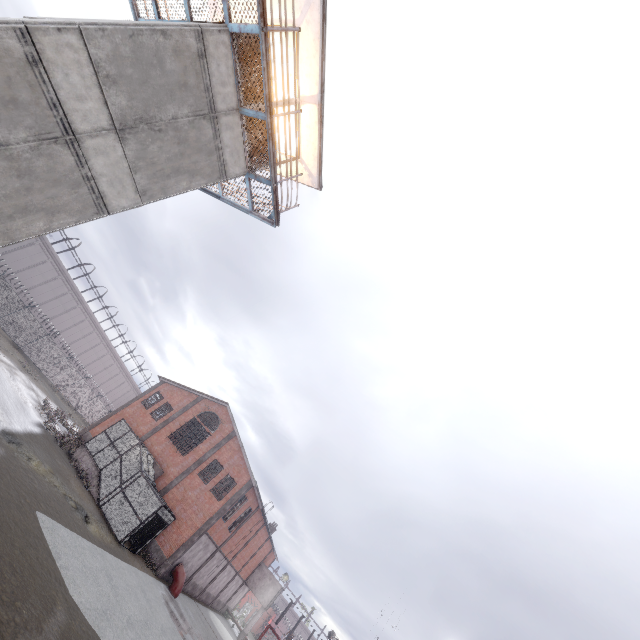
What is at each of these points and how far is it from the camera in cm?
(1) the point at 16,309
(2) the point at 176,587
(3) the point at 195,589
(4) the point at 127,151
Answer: (1) fence, 3219
(2) pipe, 2428
(3) foundation, 3072
(4) building, 871

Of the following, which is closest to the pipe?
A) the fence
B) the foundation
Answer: the foundation

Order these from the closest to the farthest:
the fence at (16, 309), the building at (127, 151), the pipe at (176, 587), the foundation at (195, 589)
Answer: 1. the building at (127, 151)
2. the pipe at (176, 587)
3. the foundation at (195, 589)
4. the fence at (16, 309)

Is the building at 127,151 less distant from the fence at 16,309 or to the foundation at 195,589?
the fence at 16,309

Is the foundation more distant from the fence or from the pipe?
the fence

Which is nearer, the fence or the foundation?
the foundation

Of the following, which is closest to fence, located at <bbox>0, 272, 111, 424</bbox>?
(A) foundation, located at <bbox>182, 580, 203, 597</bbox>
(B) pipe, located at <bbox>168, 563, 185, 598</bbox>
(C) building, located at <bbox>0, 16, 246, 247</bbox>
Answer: (C) building, located at <bbox>0, 16, 246, 247</bbox>

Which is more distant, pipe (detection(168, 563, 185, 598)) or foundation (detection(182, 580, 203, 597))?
foundation (detection(182, 580, 203, 597))
